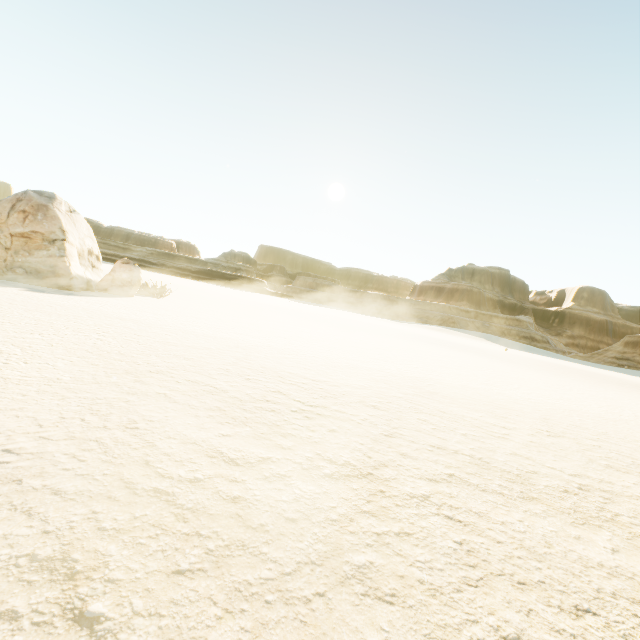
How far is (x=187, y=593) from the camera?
1.6 meters
